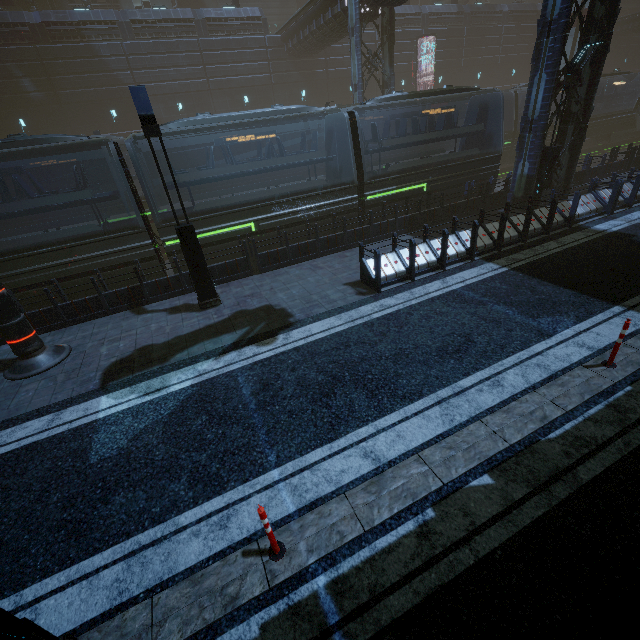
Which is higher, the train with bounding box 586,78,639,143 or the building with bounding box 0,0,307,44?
the building with bounding box 0,0,307,44

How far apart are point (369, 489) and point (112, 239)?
11.0 meters

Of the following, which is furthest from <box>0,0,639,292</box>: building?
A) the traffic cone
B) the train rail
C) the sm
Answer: the traffic cone

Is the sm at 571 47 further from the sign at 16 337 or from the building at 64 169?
the sign at 16 337

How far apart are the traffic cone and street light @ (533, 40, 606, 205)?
16.19m

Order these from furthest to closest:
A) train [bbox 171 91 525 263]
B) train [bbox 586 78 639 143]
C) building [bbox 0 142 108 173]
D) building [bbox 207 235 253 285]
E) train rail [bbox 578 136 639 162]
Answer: train rail [bbox 578 136 639 162], train [bbox 586 78 639 143], building [bbox 0 142 108 173], train [bbox 171 91 525 263], building [bbox 207 235 253 285]

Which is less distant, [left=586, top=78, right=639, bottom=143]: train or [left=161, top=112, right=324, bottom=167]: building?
[left=586, top=78, right=639, bottom=143]: train

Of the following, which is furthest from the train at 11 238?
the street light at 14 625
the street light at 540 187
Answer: the street light at 540 187
